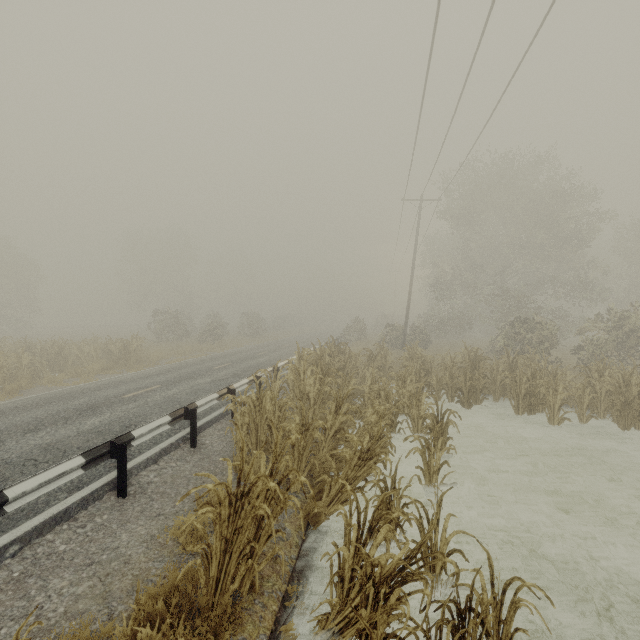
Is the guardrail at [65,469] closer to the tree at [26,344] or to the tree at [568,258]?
the tree at [568,258]

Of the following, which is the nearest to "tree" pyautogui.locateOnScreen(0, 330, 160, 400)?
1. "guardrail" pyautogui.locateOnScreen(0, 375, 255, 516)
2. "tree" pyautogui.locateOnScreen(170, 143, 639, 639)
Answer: "tree" pyautogui.locateOnScreen(170, 143, 639, 639)

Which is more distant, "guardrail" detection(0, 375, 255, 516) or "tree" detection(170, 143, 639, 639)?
"guardrail" detection(0, 375, 255, 516)

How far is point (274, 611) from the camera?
3.5 meters

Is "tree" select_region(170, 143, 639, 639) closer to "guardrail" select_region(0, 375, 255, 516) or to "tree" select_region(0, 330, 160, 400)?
"tree" select_region(0, 330, 160, 400)

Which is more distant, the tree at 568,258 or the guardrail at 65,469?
the guardrail at 65,469
